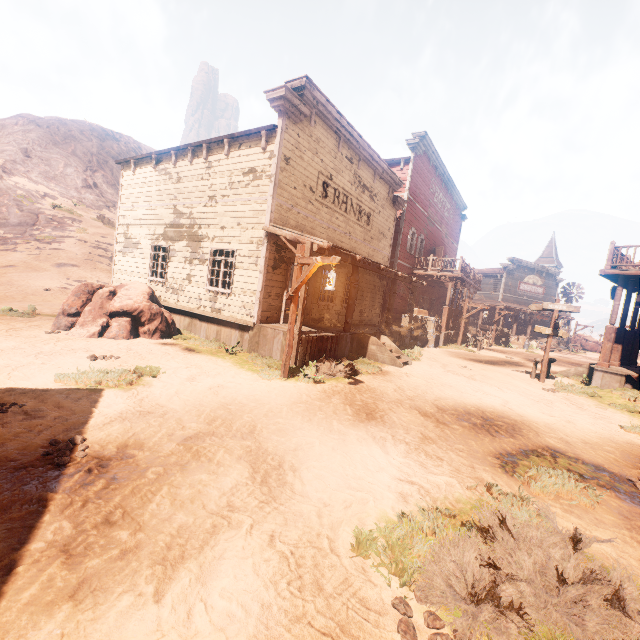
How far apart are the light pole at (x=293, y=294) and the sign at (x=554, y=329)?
9.77m

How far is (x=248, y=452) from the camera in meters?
4.3

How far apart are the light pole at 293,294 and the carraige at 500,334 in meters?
24.9 m

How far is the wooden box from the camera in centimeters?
1944cm

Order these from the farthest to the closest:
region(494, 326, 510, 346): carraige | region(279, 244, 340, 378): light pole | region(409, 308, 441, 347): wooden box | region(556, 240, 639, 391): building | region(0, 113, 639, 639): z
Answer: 1. region(494, 326, 510, 346): carraige
2. region(409, 308, 441, 347): wooden box
3. region(556, 240, 639, 391): building
4. region(279, 244, 340, 378): light pole
5. region(0, 113, 639, 639): z

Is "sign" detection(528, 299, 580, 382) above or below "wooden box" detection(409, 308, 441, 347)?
above

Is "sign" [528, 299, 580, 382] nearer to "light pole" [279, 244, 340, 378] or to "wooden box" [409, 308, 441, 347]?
"wooden box" [409, 308, 441, 347]

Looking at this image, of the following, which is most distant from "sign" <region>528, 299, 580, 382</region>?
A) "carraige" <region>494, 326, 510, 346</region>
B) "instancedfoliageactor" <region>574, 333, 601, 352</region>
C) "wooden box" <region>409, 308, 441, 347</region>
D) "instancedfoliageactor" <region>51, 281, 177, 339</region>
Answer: "instancedfoliageactor" <region>574, 333, 601, 352</region>
